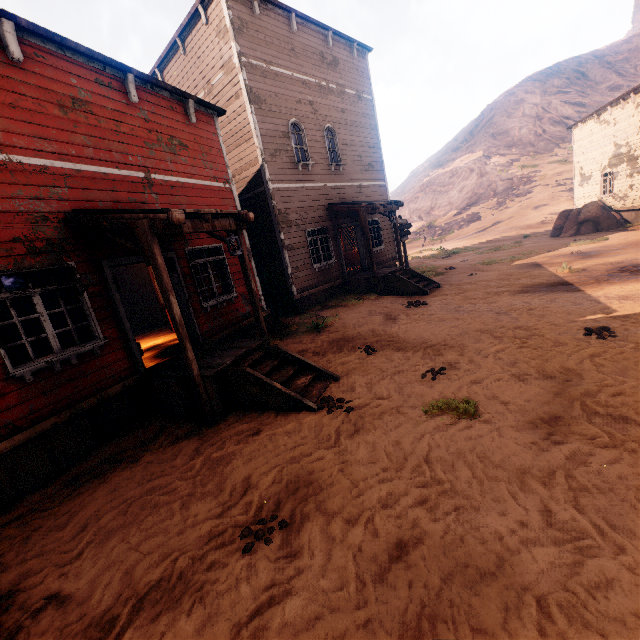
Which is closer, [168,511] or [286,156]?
[168,511]

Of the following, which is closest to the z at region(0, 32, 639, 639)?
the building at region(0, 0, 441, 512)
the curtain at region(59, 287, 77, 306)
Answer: the building at region(0, 0, 441, 512)

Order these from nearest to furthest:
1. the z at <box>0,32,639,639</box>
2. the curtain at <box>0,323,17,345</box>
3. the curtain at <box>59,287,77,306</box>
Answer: the z at <box>0,32,639,639</box>, the curtain at <box>0,323,17,345</box>, the curtain at <box>59,287,77,306</box>

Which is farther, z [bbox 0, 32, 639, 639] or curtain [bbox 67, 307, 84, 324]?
curtain [bbox 67, 307, 84, 324]

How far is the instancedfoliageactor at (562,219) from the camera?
18.78m

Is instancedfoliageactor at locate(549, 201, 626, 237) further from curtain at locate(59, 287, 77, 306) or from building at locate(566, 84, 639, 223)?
curtain at locate(59, 287, 77, 306)

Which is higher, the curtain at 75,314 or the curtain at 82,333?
the curtain at 75,314

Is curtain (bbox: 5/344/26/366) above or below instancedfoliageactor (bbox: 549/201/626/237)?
above
